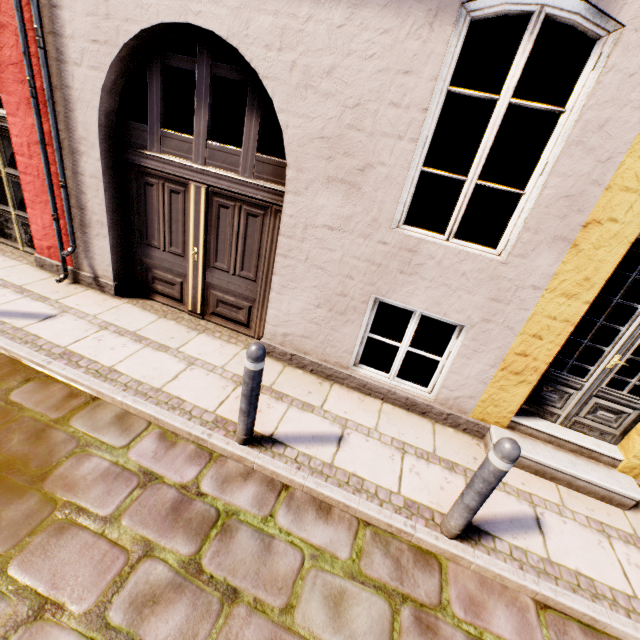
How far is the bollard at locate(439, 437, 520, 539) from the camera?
2.2m

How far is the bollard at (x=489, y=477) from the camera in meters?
2.2

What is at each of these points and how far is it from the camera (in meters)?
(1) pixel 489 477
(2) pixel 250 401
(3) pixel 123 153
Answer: (1) bollard, 2.33
(2) bollard, 2.79
(3) building, 4.11

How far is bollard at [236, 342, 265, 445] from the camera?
2.59m

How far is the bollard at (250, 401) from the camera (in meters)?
2.59

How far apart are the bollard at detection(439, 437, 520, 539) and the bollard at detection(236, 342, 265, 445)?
1.84m
